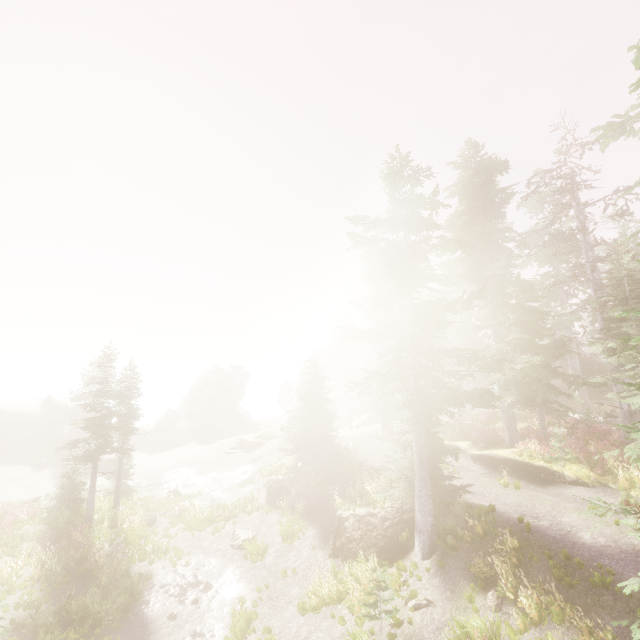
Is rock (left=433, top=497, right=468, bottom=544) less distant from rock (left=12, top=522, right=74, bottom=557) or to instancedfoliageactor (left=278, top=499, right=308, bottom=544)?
instancedfoliageactor (left=278, top=499, right=308, bottom=544)

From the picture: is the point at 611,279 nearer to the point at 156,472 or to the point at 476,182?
the point at 476,182

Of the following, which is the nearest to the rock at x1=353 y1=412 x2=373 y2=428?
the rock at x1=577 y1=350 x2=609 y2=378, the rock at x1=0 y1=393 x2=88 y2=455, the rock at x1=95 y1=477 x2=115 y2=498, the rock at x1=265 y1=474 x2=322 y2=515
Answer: the rock at x1=577 y1=350 x2=609 y2=378

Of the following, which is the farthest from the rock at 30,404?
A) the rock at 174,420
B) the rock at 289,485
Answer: the rock at 289,485

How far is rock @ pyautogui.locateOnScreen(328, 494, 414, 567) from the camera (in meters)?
14.05

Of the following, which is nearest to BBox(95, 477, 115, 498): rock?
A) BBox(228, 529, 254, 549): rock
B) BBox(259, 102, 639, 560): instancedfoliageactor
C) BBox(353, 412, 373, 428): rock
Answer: BBox(259, 102, 639, 560): instancedfoliageactor

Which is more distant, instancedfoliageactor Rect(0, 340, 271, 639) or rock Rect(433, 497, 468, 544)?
instancedfoliageactor Rect(0, 340, 271, 639)

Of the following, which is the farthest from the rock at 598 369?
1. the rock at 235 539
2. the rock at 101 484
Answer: the rock at 101 484
